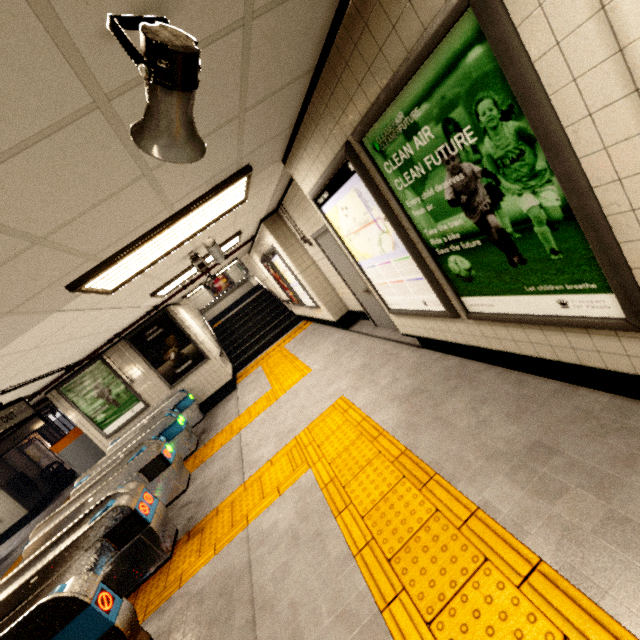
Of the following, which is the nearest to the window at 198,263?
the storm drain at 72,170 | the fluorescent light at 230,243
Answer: the storm drain at 72,170

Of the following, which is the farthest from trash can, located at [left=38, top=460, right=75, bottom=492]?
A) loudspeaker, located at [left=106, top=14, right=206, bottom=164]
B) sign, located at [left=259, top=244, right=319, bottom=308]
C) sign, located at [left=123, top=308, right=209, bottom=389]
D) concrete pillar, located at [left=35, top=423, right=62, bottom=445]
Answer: loudspeaker, located at [left=106, top=14, right=206, bottom=164]

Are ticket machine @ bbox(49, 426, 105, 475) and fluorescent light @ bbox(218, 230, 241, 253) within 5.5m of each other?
yes

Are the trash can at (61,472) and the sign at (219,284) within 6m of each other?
no

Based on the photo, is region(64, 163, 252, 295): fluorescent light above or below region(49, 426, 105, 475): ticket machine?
above

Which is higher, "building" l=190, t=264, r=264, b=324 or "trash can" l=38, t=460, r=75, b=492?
"building" l=190, t=264, r=264, b=324

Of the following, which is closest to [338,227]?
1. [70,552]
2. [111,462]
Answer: [70,552]

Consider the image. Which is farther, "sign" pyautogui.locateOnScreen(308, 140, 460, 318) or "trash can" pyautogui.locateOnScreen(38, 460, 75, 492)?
"trash can" pyautogui.locateOnScreen(38, 460, 75, 492)
